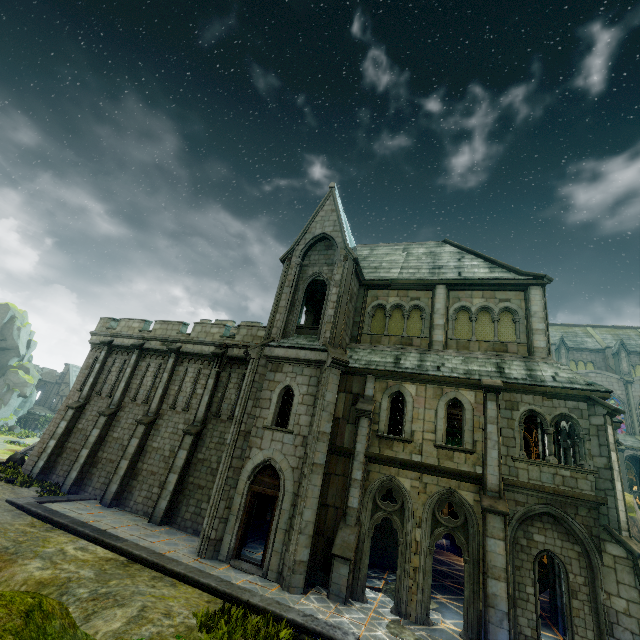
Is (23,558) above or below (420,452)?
below

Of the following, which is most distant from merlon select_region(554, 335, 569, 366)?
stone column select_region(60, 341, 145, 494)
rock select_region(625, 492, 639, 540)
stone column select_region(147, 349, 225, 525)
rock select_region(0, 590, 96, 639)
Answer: rock select_region(0, 590, 96, 639)

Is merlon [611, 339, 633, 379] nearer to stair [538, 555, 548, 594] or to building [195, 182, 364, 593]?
stair [538, 555, 548, 594]

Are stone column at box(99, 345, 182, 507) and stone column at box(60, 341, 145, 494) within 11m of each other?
yes

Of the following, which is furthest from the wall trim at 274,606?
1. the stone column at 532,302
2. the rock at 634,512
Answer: the rock at 634,512

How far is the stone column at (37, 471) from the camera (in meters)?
19.07

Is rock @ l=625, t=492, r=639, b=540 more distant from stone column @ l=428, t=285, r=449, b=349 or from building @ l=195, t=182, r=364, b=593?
building @ l=195, t=182, r=364, b=593

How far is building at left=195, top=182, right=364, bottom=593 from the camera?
12.2 meters
